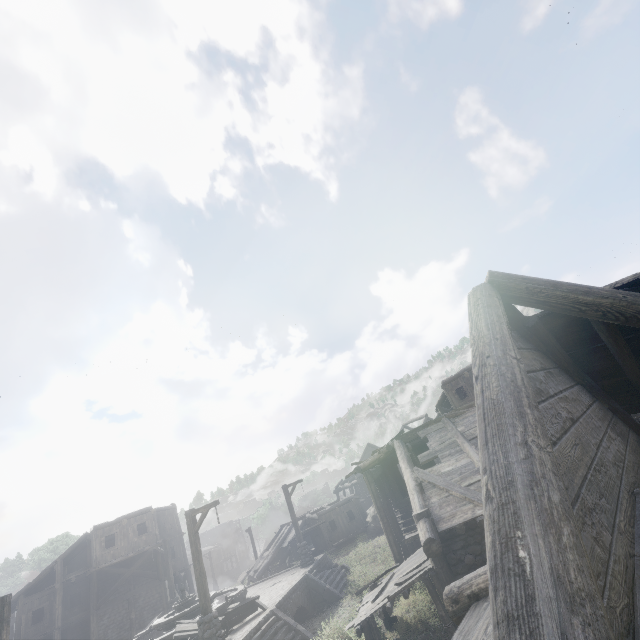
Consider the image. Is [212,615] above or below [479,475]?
below

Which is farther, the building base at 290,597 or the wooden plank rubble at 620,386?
the building base at 290,597

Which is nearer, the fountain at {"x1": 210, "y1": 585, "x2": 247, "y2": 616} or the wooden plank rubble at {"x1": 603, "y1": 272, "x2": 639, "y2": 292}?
the wooden plank rubble at {"x1": 603, "y1": 272, "x2": 639, "y2": 292}

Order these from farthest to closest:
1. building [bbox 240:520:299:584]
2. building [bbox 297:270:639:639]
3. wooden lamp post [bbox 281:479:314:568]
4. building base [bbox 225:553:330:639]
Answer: building [bbox 240:520:299:584] → wooden lamp post [bbox 281:479:314:568] → building base [bbox 225:553:330:639] → building [bbox 297:270:639:639]

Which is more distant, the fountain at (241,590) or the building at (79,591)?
the building at (79,591)

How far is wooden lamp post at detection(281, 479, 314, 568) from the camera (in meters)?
20.02

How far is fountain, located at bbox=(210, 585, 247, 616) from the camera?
15.3m

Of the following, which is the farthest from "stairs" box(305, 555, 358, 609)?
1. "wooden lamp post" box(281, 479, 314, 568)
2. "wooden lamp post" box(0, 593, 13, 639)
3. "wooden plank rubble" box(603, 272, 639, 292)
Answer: "wooden plank rubble" box(603, 272, 639, 292)
